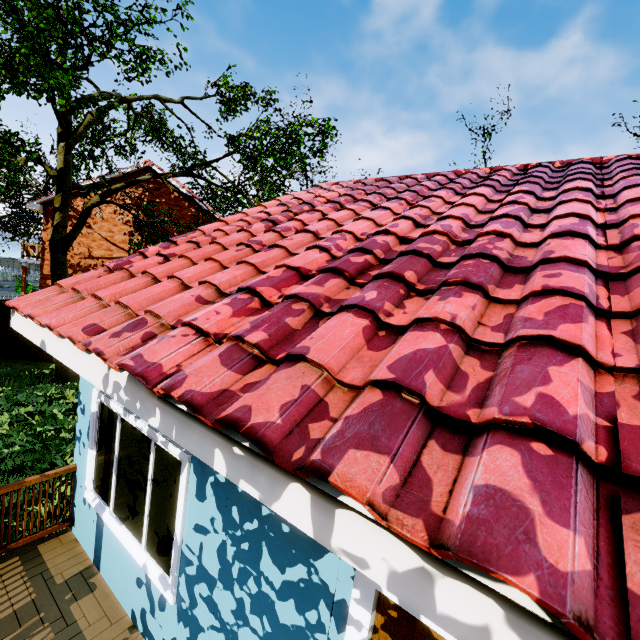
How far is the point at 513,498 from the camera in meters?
0.9

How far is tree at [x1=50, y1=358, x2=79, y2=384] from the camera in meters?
10.9 m

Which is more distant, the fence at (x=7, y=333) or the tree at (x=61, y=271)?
the fence at (x=7, y=333)

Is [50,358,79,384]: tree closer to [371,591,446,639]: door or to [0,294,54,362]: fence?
[0,294,54,362]: fence

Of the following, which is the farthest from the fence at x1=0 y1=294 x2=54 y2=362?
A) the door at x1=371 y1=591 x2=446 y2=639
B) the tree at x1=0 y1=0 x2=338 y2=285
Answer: the door at x1=371 y1=591 x2=446 y2=639

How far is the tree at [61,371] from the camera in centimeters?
1095cm

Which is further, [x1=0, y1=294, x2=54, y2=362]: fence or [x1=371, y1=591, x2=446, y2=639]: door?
[x1=0, y1=294, x2=54, y2=362]: fence
